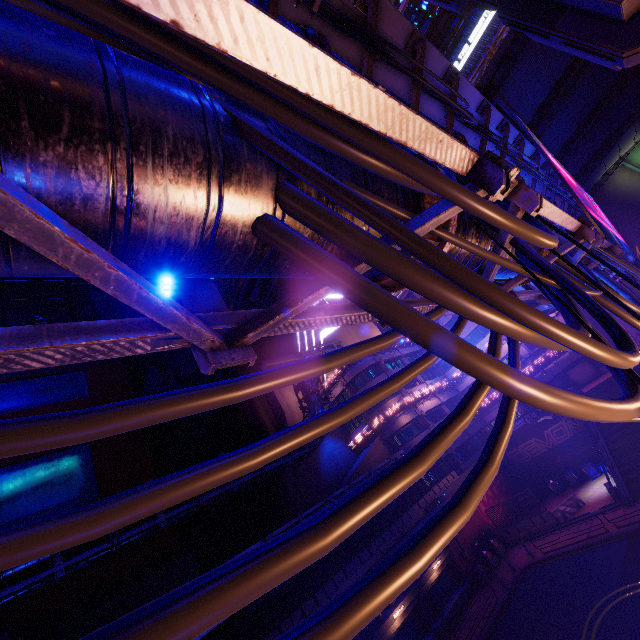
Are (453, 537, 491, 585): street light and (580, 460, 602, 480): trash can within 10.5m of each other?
no

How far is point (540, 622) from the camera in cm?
1673

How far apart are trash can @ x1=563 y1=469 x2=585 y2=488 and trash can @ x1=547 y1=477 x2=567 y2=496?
0.6 meters

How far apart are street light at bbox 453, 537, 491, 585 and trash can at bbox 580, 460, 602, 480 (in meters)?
12.37

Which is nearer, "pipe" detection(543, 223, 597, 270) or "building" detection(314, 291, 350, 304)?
"pipe" detection(543, 223, 597, 270)

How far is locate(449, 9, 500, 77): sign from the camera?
37.16m

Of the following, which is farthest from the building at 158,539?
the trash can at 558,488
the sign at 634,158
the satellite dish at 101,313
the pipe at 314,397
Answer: the sign at 634,158

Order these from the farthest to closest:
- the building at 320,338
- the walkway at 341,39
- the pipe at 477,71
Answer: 1. the building at 320,338
2. the pipe at 477,71
3. the walkway at 341,39
